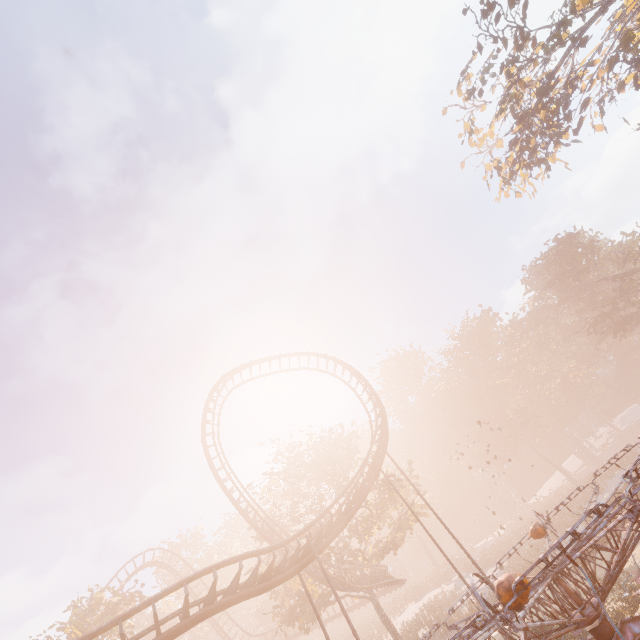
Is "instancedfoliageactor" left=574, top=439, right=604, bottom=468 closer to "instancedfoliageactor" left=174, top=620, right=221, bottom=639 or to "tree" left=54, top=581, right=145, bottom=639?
"tree" left=54, top=581, right=145, bottom=639

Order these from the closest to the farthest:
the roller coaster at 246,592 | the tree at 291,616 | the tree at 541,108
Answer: the roller coaster at 246,592, the tree at 541,108, the tree at 291,616

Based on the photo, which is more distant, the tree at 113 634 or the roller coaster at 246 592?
the tree at 113 634

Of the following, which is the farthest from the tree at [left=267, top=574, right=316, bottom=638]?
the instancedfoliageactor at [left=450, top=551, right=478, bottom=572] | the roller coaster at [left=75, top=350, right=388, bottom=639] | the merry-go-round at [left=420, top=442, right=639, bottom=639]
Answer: the merry-go-round at [left=420, top=442, right=639, bottom=639]

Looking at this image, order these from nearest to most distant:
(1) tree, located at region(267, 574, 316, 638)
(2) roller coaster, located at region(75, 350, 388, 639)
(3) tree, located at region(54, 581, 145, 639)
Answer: (2) roller coaster, located at region(75, 350, 388, 639)
(3) tree, located at region(54, 581, 145, 639)
(1) tree, located at region(267, 574, 316, 638)

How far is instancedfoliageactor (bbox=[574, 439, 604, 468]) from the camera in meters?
56.8 m

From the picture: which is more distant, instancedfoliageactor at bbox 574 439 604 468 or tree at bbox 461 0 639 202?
instancedfoliageactor at bbox 574 439 604 468

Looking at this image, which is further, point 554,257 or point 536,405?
point 536,405
